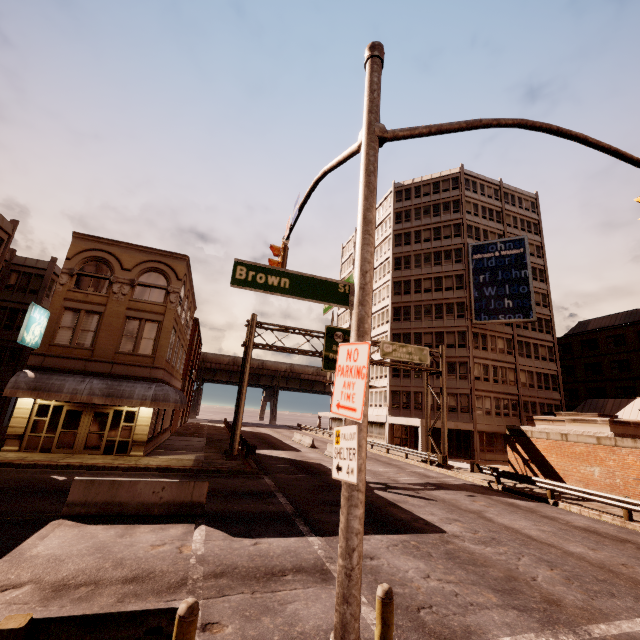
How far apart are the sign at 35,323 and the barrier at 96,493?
11.7 meters

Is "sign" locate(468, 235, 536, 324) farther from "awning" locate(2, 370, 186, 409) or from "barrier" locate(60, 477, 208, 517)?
"barrier" locate(60, 477, 208, 517)

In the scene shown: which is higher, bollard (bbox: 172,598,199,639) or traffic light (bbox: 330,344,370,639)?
traffic light (bbox: 330,344,370,639)

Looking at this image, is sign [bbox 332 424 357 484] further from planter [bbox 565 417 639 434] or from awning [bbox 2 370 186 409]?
planter [bbox 565 417 639 434]

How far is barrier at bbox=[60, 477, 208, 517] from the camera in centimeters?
966cm

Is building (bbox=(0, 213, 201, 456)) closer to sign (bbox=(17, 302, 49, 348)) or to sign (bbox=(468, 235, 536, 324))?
sign (bbox=(17, 302, 49, 348))

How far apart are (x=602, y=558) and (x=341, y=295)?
12.8 meters

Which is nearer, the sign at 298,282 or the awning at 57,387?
the sign at 298,282
